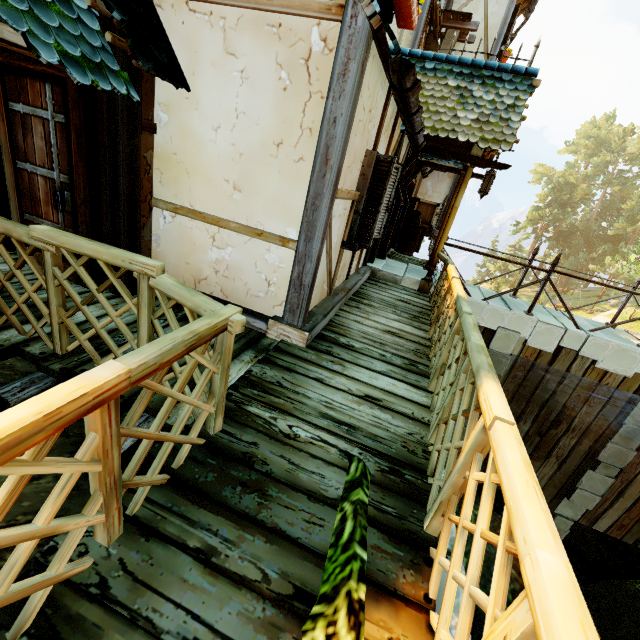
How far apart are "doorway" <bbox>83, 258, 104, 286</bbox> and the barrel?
7.3 meters

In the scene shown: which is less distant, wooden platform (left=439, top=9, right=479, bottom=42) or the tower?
wooden platform (left=439, top=9, right=479, bottom=42)

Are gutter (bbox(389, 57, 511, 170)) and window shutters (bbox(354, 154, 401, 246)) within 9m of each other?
yes

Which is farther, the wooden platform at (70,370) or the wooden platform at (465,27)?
the wooden platform at (465,27)

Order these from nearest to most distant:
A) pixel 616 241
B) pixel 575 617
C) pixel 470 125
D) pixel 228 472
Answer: pixel 575 617 < pixel 228 472 < pixel 470 125 < pixel 616 241

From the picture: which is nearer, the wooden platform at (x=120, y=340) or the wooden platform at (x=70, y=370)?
the wooden platform at (x=70, y=370)

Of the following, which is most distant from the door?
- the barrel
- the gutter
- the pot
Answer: the barrel

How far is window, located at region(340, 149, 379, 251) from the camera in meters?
4.3
